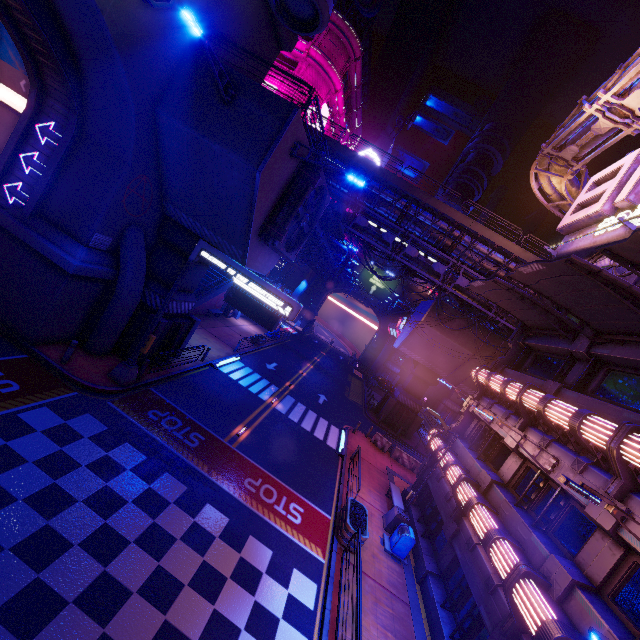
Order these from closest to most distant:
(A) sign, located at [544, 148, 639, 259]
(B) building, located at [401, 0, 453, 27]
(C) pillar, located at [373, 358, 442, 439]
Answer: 1. (A) sign, located at [544, 148, 639, 259]
2. (C) pillar, located at [373, 358, 442, 439]
3. (B) building, located at [401, 0, 453, 27]

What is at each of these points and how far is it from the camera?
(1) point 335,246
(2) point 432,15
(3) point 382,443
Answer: (1) fence, 30.1 meters
(2) building, 59.2 meters
(3) fence, 25.9 meters

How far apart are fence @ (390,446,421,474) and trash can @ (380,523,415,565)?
10.5 meters

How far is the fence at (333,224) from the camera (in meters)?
20.33

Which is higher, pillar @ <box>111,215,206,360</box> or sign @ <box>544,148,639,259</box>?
sign @ <box>544,148,639,259</box>

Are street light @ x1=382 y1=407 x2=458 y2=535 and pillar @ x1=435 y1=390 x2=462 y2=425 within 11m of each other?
no

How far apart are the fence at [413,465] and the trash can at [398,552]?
10.5 meters

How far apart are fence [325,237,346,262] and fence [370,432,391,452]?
16.1 meters
